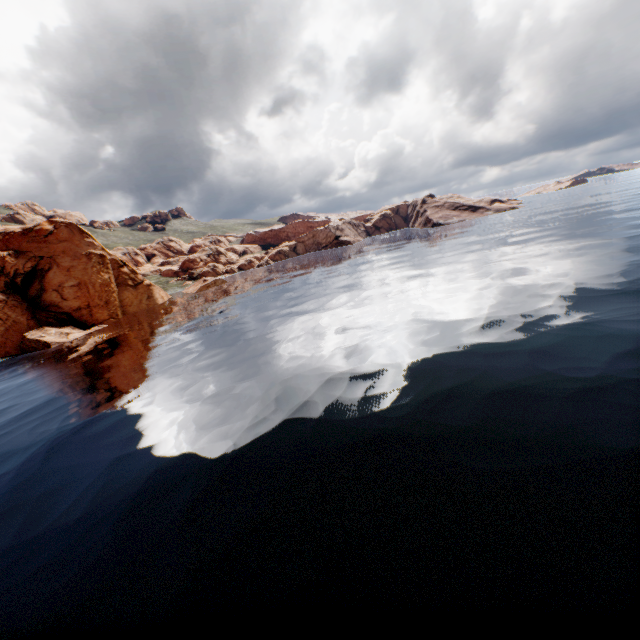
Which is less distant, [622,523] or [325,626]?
[325,626]
